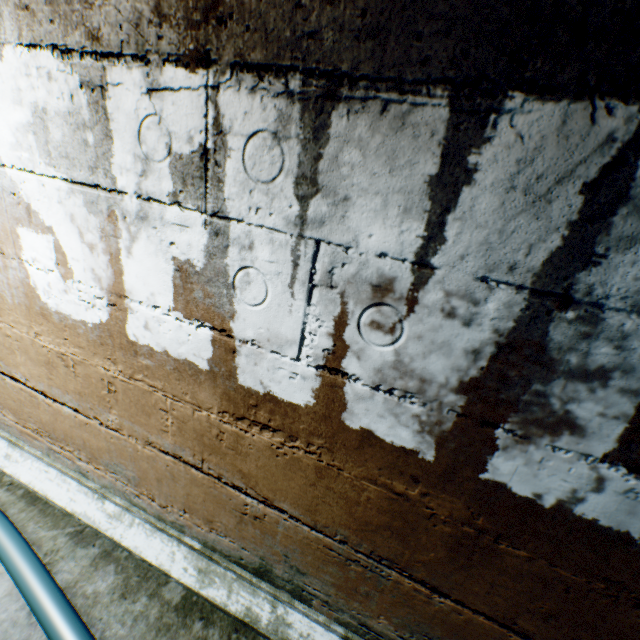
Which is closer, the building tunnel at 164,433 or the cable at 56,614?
the building tunnel at 164,433

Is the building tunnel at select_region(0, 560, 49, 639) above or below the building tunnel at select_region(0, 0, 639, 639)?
below

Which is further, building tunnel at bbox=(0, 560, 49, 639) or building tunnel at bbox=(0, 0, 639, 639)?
building tunnel at bbox=(0, 560, 49, 639)

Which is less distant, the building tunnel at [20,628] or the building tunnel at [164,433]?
the building tunnel at [164,433]

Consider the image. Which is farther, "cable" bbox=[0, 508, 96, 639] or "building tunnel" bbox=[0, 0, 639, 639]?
"cable" bbox=[0, 508, 96, 639]

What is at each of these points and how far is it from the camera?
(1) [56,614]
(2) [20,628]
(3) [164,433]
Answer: (1) cable, 1.20m
(2) building tunnel, 1.22m
(3) building tunnel, 1.26m

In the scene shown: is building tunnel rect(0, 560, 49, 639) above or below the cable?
below
